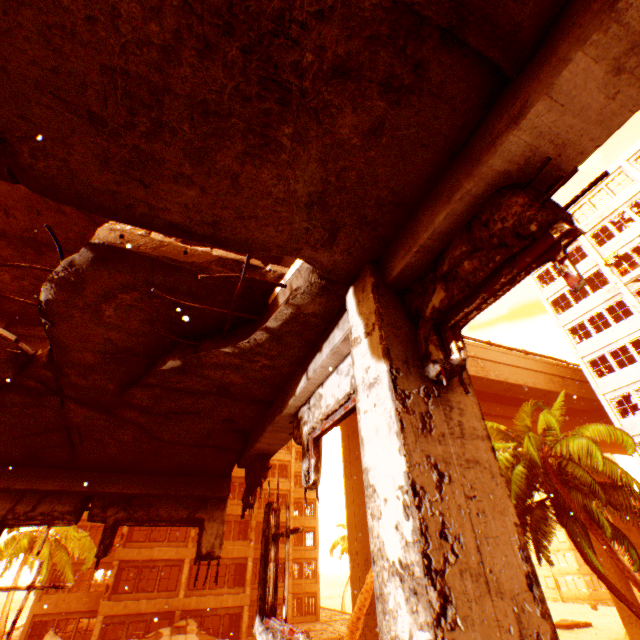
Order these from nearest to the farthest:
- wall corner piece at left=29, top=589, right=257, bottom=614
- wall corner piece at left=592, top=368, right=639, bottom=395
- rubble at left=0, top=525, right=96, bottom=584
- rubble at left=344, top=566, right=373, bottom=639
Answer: rubble at left=344, top=566, right=373, bottom=639
rubble at left=0, top=525, right=96, bottom=584
wall corner piece at left=592, top=368, right=639, bottom=395
wall corner piece at left=29, top=589, right=257, bottom=614

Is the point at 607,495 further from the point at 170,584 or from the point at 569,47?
the point at 170,584

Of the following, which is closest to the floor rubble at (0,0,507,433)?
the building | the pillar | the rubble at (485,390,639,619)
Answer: the pillar

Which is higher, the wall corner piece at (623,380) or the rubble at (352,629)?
the wall corner piece at (623,380)

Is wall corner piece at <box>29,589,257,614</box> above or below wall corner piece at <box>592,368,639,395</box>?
below

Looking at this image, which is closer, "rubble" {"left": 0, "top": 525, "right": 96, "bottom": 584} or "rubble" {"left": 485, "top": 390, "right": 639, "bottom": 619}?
"rubble" {"left": 485, "top": 390, "right": 639, "bottom": 619}

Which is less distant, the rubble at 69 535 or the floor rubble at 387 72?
the floor rubble at 387 72

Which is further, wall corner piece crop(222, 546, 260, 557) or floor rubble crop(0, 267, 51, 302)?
wall corner piece crop(222, 546, 260, 557)
